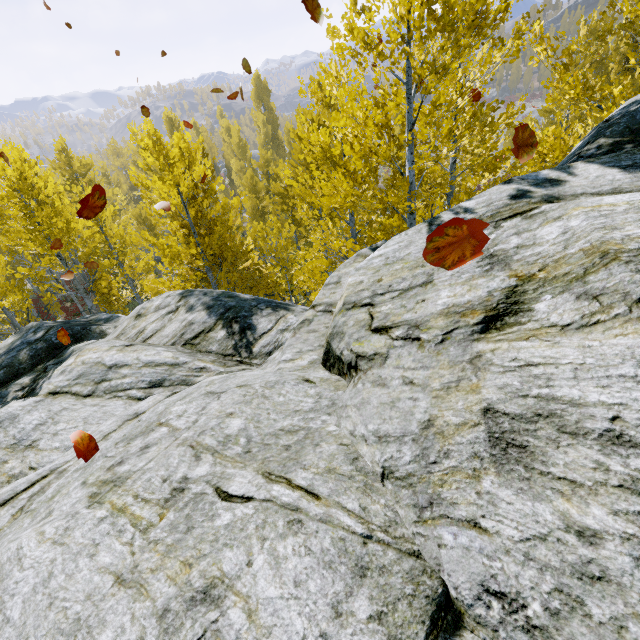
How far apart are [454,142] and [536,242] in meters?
8.2

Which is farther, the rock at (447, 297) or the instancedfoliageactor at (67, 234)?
the instancedfoliageactor at (67, 234)

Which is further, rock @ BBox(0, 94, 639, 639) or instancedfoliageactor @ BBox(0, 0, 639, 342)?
instancedfoliageactor @ BBox(0, 0, 639, 342)
